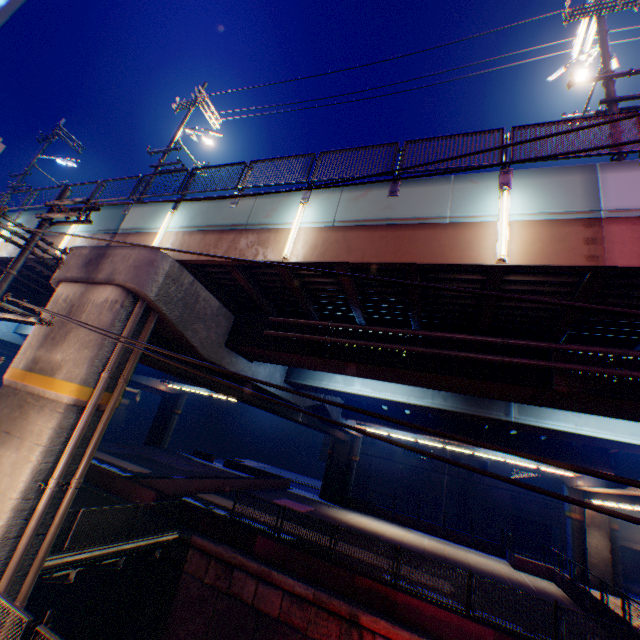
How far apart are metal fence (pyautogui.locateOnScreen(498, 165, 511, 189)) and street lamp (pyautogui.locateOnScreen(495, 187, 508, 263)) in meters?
0.0 m

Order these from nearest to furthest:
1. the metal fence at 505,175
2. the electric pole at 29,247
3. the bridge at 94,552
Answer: the metal fence at 505,175 < the electric pole at 29,247 < the bridge at 94,552

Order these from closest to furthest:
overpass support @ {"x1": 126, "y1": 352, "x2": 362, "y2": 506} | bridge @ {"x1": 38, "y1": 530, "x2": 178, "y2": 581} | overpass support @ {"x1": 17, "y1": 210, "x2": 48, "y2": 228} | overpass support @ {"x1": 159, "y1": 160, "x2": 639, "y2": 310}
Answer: overpass support @ {"x1": 159, "y1": 160, "x2": 639, "y2": 310}, bridge @ {"x1": 38, "y1": 530, "x2": 178, "y2": 581}, overpass support @ {"x1": 126, "y1": 352, "x2": 362, "y2": 506}, overpass support @ {"x1": 17, "y1": 210, "x2": 48, "y2": 228}

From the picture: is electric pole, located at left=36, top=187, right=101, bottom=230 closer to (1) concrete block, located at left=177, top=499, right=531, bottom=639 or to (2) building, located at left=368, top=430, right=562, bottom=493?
(1) concrete block, located at left=177, top=499, right=531, bottom=639

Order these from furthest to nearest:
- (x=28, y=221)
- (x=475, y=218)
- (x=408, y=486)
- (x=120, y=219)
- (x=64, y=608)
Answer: (x=408, y=486) → (x=64, y=608) → (x=28, y=221) → (x=120, y=219) → (x=475, y=218)

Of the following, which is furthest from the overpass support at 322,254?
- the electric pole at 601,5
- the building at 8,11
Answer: the building at 8,11

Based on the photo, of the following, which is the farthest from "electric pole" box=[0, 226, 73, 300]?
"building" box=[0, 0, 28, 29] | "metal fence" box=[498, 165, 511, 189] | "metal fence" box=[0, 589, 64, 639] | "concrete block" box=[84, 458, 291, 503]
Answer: "building" box=[0, 0, 28, 29]

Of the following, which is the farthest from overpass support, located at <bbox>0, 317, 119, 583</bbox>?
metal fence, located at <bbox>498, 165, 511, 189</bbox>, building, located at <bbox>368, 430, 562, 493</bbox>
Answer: building, located at <bbox>368, 430, 562, 493</bbox>
